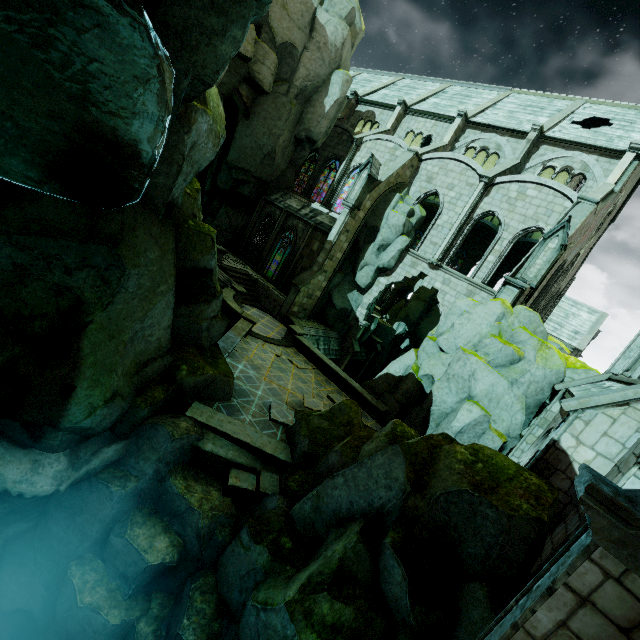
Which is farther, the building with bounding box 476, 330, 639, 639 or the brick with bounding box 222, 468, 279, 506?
the brick with bounding box 222, 468, 279, 506

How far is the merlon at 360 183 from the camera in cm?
2144

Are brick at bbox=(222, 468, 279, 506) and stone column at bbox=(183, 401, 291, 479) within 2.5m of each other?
yes

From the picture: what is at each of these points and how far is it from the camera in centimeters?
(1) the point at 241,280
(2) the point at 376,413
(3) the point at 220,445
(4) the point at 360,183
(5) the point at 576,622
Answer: (1) stair, 2456cm
(2) wall trim, 1669cm
(3) stone column, 965cm
(4) merlon, 2183cm
(5) building, 290cm

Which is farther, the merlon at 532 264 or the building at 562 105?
the building at 562 105

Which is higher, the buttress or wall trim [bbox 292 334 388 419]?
the buttress

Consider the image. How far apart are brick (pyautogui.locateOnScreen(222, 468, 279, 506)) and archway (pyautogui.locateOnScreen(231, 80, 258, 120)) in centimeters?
2520cm

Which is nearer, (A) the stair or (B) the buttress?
(B) the buttress
